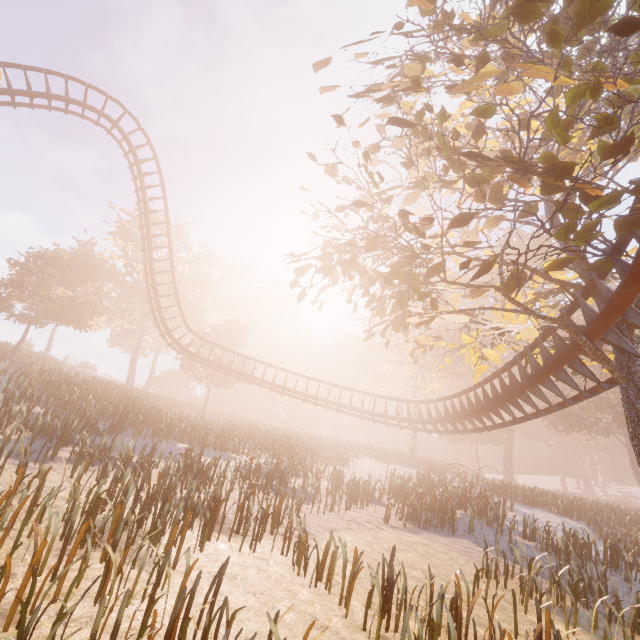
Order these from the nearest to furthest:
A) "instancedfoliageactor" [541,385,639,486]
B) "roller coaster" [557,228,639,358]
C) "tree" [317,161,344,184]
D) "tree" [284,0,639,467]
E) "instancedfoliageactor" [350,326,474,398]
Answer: "tree" [284,0,639,467]
"roller coaster" [557,228,639,358]
"tree" [317,161,344,184]
"instancedfoliageactor" [541,385,639,486]
"instancedfoliageactor" [350,326,474,398]

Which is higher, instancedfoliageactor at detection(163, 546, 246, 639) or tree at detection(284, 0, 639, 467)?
tree at detection(284, 0, 639, 467)

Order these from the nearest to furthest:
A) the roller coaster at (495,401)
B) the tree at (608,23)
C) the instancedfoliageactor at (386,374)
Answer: the tree at (608,23) → the roller coaster at (495,401) → the instancedfoliageactor at (386,374)

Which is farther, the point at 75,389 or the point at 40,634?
the point at 75,389

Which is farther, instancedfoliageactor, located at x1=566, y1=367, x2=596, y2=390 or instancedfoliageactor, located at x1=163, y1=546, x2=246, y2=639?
instancedfoliageactor, located at x1=566, y1=367, x2=596, y2=390

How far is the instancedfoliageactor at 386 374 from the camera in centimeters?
3775cm

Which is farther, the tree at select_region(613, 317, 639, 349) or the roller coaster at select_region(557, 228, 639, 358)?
the tree at select_region(613, 317, 639, 349)

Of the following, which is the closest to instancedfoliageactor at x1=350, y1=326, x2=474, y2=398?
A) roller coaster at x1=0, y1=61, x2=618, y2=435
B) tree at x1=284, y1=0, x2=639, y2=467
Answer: roller coaster at x1=0, y1=61, x2=618, y2=435
